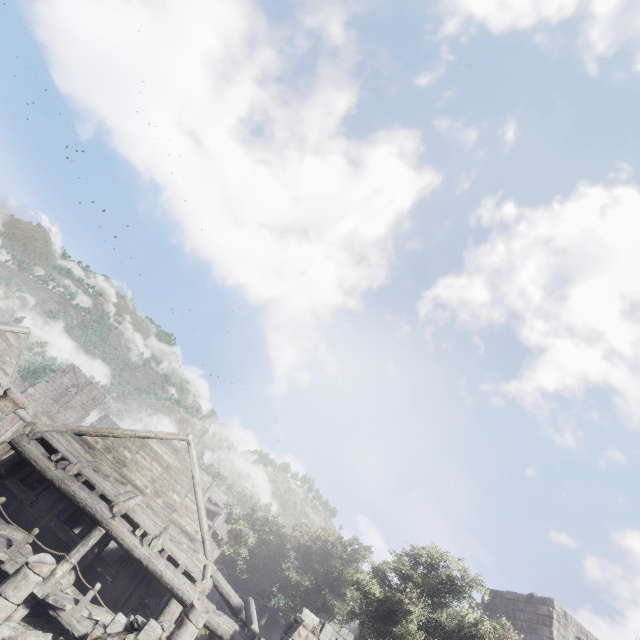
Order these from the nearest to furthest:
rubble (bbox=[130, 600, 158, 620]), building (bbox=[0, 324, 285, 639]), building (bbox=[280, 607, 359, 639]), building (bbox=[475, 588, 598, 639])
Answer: building (bbox=[0, 324, 285, 639]), building (bbox=[280, 607, 359, 639]), rubble (bbox=[130, 600, 158, 620]), building (bbox=[475, 588, 598, 639])

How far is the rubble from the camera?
14.1 meters

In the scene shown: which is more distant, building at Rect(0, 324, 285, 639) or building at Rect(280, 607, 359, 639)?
building at Rect(280, 607, 359, 639)

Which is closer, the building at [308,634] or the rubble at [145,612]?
the building at [308,634]

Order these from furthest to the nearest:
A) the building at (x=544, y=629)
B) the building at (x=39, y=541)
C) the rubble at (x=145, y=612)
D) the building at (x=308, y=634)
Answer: the building at (x=544, y=629) → the rubble at (x=145, y=612) → the building at (x=308, y=634) → the building at (x=39, y=541)

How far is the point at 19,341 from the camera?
26.0m

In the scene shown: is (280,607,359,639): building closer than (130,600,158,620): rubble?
Yes
